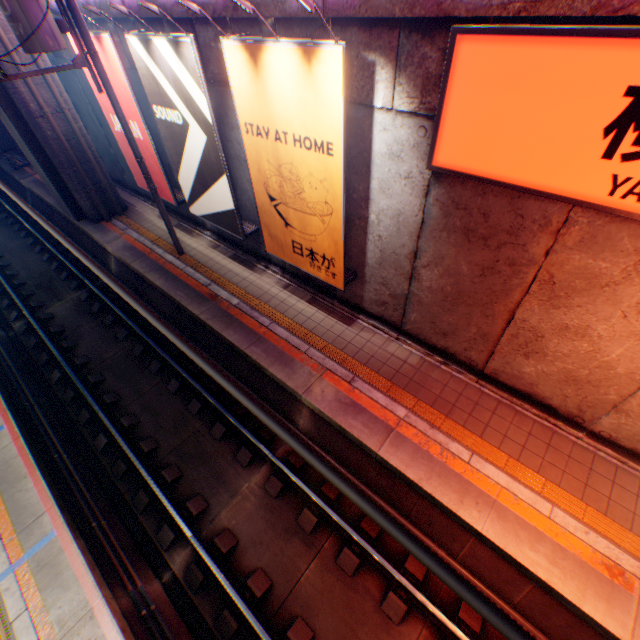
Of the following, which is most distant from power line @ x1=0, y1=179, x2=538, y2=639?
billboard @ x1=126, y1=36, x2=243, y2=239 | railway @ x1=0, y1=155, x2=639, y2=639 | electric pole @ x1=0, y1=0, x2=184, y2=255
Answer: railway @ x1=0, y1=155, x2=639, y2=639

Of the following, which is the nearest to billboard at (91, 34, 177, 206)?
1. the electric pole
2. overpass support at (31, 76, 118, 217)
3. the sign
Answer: A: the electric pole

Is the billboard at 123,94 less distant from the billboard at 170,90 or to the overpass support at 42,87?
the billboard at 170,90

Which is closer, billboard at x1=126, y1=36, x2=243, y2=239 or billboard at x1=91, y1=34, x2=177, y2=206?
billboard at x1=126, y1=36, x2=243, y2=239

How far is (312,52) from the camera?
4.6m

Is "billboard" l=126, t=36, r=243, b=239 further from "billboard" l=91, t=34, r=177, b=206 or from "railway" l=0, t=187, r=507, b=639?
"railway" l=0, t=187, r=507, b=639

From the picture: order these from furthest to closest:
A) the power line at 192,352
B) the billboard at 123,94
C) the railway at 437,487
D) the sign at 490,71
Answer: the billboard at 123,94 → the railway at 437,487 → the sign at 490,71 → the power line at 192,352

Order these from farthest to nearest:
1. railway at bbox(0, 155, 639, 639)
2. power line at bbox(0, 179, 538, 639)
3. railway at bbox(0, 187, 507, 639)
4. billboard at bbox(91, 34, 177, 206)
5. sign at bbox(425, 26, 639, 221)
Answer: billboard at bbox(91, 34, 177, 206), railway at bbox(0, 187, 507, 639), railway at bbox(0, 155, 639, 639), sign at bbox(425, 26, 639, 221), power line at bbox(0, 179, 538, 639)
